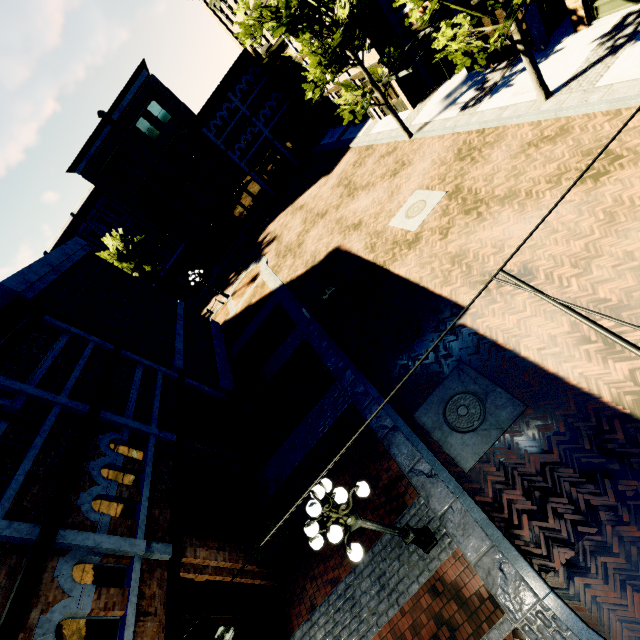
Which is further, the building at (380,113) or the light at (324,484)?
the building at (380,113)

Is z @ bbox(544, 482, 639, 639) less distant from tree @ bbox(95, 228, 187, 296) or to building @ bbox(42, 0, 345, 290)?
tree @ bbox(95, 228, 187, 296)

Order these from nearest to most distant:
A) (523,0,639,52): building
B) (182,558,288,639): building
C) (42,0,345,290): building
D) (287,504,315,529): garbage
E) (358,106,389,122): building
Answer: (182,558,288,639): building < (287,504,315,529): garbage < (523,0,639,52): building < (358,106,389,122): building < (42,0,345,290): building

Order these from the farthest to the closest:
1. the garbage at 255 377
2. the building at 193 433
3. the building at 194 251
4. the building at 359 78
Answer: the building at 194 251 → the building at 359 78 → the garbage at 255 377 → the building at 193 433

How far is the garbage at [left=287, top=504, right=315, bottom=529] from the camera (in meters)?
8.77

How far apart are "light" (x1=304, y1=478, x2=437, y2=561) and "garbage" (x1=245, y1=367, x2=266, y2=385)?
9.5 meters

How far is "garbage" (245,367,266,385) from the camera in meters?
15.1 m

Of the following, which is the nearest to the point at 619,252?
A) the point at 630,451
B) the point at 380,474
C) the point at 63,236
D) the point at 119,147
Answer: the point at 630,451
